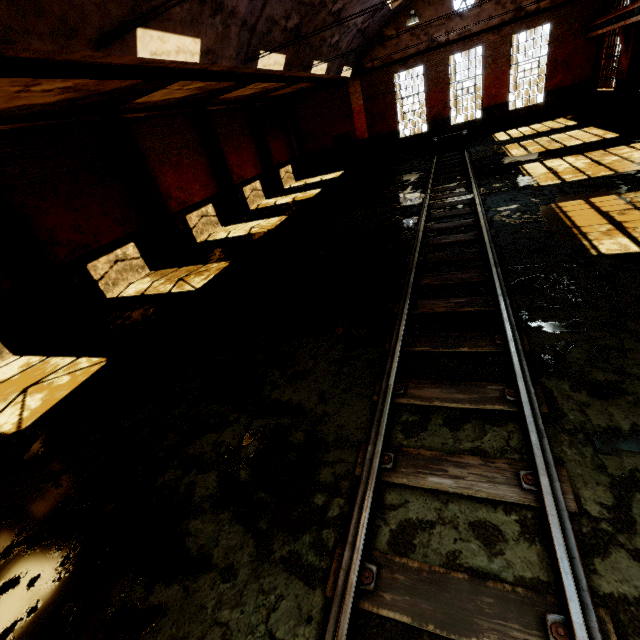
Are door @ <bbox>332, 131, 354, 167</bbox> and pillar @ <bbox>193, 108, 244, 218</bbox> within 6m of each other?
no

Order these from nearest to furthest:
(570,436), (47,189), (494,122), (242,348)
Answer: (570,436) → (242,348) → (47,189) → (494,122)

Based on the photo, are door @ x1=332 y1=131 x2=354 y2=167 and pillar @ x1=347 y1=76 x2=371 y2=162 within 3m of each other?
yes

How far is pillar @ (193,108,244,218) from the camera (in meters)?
14.84

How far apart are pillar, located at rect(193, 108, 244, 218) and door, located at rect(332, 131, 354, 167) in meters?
10.1 m

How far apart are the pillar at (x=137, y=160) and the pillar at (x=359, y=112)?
15.2 meters

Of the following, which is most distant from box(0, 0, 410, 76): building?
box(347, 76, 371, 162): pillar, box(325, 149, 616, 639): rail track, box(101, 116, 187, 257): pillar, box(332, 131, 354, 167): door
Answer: box(101, 116, 187, 257): pillar

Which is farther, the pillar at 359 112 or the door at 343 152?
the door at 343 152
